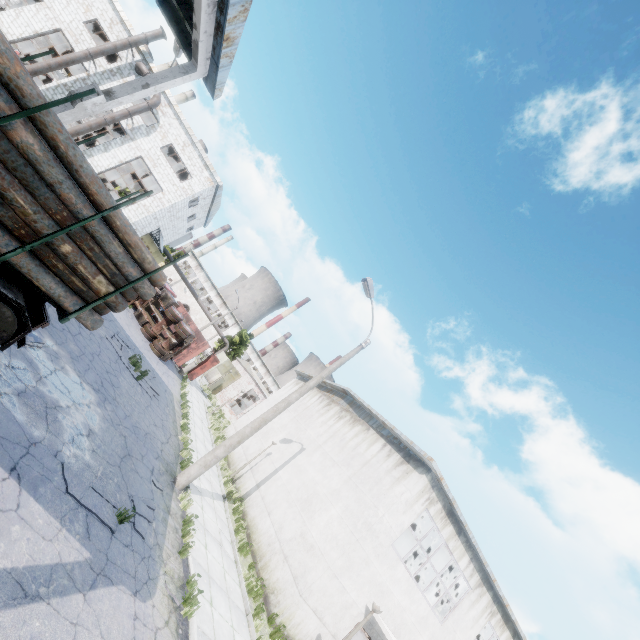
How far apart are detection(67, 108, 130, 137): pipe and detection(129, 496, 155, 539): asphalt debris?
24.6m

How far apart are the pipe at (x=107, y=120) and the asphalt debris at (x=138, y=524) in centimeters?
2459cm

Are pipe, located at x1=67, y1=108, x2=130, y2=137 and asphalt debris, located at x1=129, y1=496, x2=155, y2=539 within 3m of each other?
no

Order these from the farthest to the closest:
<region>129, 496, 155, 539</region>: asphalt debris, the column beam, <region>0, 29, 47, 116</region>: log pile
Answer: the column beam
<region>129, 496, 155, 539</region>: asphalt debris
<region>0, 29, 47, 116</region>: log pile

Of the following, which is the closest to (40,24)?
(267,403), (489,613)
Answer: (267,403)

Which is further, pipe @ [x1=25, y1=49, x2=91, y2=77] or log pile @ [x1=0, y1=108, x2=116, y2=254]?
pipe @ [x1=25, y1=49, x2=91, y2=77]

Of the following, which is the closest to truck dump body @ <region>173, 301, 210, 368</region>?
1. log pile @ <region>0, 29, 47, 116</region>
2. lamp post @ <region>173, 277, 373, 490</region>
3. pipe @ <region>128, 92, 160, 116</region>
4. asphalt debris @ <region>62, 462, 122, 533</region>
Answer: pipe @ <region>128, 92, 160, 116</region>
